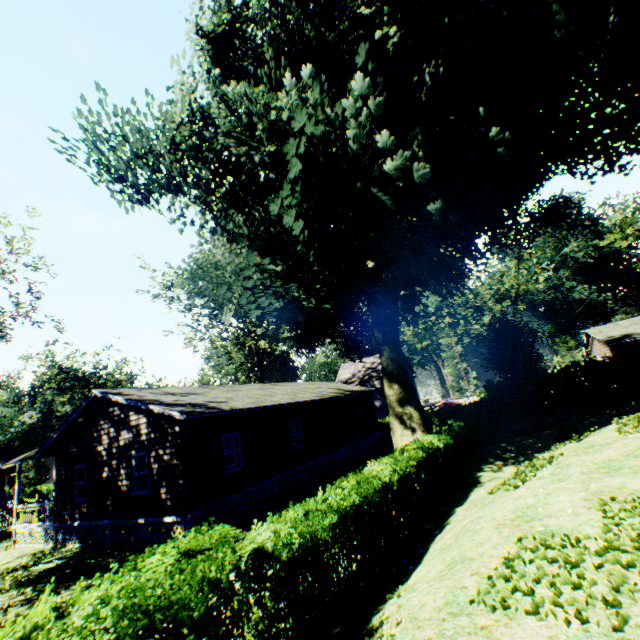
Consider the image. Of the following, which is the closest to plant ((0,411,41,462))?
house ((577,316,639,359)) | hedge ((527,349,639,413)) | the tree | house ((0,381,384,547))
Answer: hedge ((527,349,639,413))

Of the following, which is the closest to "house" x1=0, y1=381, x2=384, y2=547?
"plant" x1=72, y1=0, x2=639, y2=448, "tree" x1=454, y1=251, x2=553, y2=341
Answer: "plant" x1=72, y1=0, x2=639, y2=448

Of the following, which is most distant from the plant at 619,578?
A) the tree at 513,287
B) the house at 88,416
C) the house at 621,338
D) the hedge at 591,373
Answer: the tree at 513,287

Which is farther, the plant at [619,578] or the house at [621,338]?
the house at [621,338]

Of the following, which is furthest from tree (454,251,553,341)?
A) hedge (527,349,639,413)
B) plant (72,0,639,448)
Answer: plant (72,0,639,448)

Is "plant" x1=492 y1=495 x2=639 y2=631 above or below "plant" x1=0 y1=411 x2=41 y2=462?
below

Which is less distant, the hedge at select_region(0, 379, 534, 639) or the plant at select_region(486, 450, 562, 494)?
the hedge at select_region(0, 379, 534, 639)

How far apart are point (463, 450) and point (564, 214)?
17.5 meters
